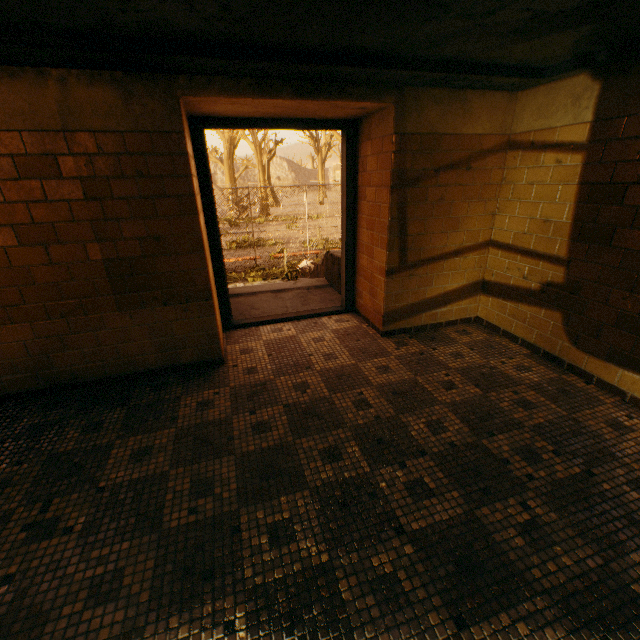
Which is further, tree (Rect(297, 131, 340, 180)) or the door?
tree (Rect(297, 131, 340, 180))

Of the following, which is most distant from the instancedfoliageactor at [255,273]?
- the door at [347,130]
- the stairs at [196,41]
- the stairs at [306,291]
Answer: the stairs at [196,41]

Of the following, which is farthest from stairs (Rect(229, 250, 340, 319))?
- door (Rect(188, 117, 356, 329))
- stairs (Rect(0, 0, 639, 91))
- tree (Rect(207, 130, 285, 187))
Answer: tree (Rect(207, 130, 285, 187))

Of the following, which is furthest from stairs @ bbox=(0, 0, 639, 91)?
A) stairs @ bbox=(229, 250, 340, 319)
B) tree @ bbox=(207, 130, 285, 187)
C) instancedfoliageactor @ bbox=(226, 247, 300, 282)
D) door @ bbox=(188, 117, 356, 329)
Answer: instancedfoliageactor @ bbox=(226, 247, 300, 282)

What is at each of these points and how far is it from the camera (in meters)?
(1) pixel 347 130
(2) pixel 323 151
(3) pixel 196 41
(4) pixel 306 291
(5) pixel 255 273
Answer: (1) door, 3.45
(2) tree, 53.88
(3) stairs, 1.88
(4) stairs, 5.34
(5) instancedfoliageactor, 11.38

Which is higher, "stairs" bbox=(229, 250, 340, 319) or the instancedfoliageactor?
"stairs" bbox=(229, 250, 340, 319)

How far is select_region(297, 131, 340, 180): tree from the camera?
38.66m

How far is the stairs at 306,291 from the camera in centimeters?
461cm
